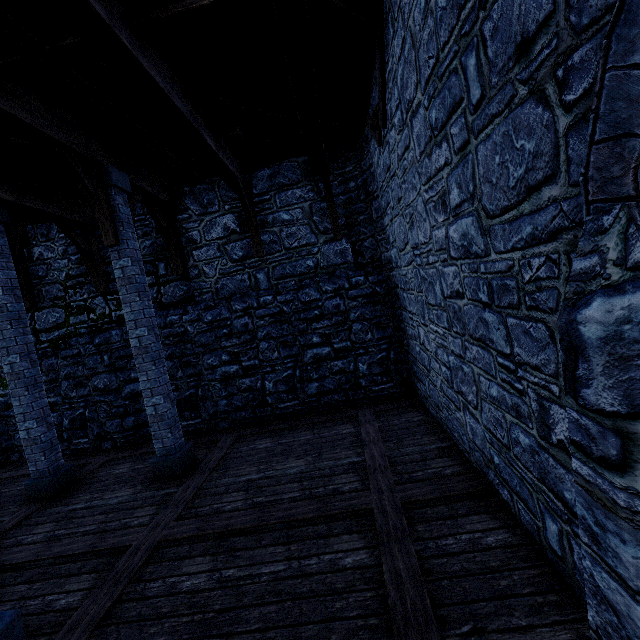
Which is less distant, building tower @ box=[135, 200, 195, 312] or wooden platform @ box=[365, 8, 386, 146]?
wooden platform @ box=[365, 8, 386, 146]

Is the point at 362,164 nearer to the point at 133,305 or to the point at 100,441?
the point at 133,305

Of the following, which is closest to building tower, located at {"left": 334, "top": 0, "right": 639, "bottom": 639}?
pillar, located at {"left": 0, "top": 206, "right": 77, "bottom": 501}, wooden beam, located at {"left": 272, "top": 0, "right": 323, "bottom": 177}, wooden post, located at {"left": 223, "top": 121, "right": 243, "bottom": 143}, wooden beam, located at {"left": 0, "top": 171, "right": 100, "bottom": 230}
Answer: wooden beam, located at {"left": 0, "top": 171, "right": 100, "bottom": 230}

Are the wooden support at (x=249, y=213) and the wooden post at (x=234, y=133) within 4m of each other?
yes

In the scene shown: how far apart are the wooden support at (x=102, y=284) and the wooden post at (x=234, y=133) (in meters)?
4.33

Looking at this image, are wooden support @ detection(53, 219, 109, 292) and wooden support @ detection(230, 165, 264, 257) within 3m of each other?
no

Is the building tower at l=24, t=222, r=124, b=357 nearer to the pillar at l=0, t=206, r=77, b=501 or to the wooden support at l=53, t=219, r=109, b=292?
the wooden support at l=53, t=219, r=109, b=292

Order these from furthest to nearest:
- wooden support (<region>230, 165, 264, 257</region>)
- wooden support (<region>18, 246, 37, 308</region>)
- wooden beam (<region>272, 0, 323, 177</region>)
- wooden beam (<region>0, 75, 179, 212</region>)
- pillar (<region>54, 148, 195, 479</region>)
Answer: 1. wooden support (<region>18, 246, 37, 308</region>)
2. wooden support (<region>230, 165, 264, 257</region>)
3. pillar (<region>54, 148, 195, 479</region>)
4. wooden beam (<region>0, 75, 179, 212</region>)
5. wooden beam (<region>272, 0, 323, 177</region>)
